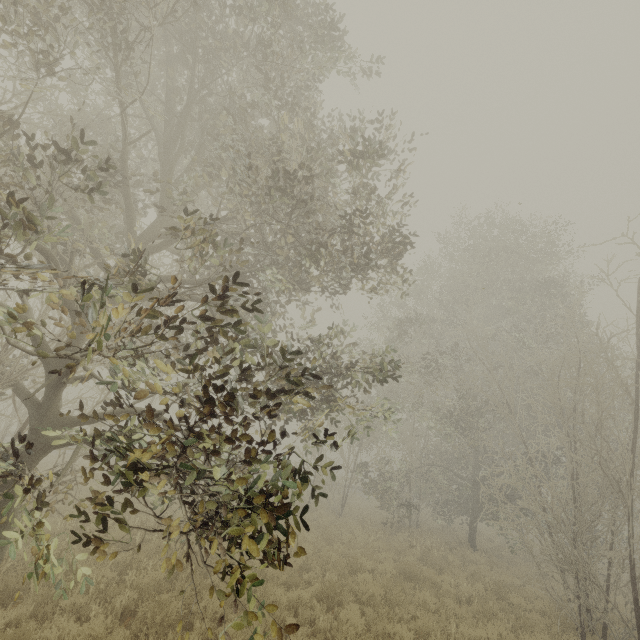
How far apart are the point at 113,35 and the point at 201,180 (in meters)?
4.18
